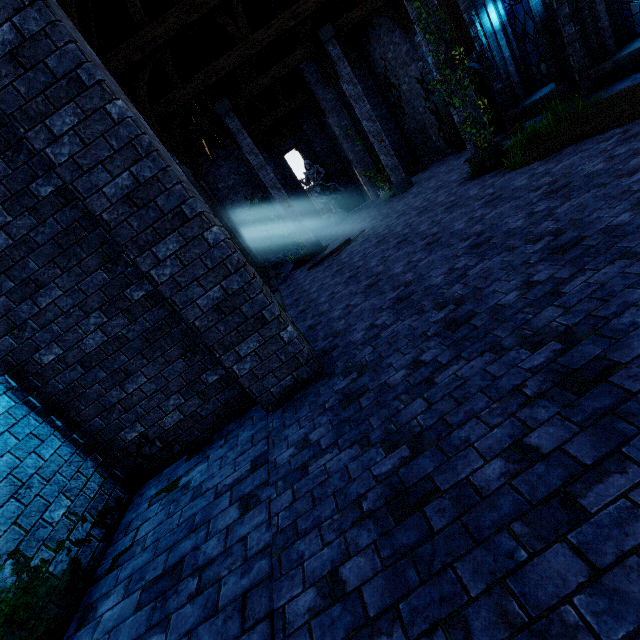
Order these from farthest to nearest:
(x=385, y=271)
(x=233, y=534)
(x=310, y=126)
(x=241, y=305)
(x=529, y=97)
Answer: (x=310, y=126) → (x=529, y=97) → (x=385, y=271) → (x=241, y=305) → (x=233, y=534)

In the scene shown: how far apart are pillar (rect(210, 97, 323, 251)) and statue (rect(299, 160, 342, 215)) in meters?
5.1

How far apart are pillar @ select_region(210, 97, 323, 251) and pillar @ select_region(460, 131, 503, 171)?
6.7m

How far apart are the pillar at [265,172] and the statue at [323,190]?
5.1 meters

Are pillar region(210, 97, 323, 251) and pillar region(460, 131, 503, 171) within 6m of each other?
no

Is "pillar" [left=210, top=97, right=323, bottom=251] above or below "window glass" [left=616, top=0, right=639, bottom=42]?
above

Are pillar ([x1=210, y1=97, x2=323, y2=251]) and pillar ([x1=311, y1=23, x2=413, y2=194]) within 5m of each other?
yes

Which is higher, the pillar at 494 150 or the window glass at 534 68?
the window glass at 534 68
